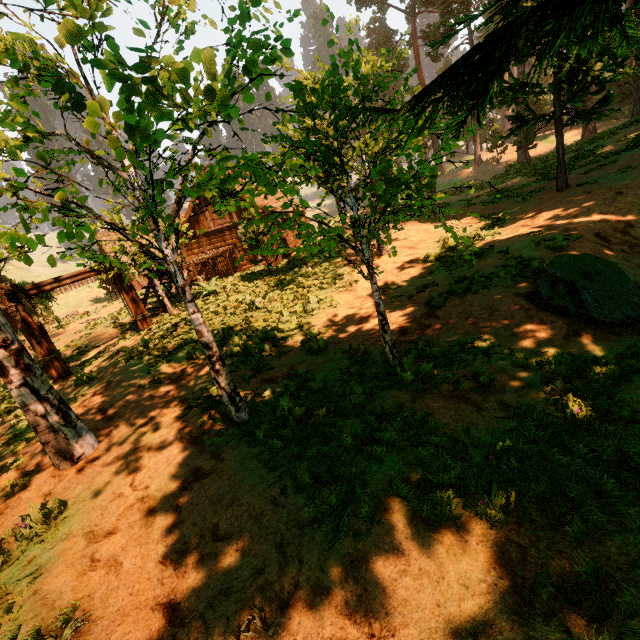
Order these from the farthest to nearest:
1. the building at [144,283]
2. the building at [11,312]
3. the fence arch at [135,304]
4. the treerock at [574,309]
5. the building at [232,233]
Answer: the building at [11,312], the building at [232,233], the building at [144,283], the fence arch at [135,304], the treerock at [574,309]

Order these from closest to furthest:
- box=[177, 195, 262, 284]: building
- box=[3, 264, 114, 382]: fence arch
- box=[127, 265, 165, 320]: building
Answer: box=[3, 264, 114, 382]: fence arch → box=[127, 265, 165, 320]: building → box=[177, 195, 262, 284]: building

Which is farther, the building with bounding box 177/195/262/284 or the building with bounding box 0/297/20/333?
the building with bounding box 0/297/20/333

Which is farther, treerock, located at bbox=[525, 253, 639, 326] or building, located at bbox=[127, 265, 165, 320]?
building, located at bbox=[127, 265, 165, 320]

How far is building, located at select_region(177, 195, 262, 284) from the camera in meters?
23.2 m

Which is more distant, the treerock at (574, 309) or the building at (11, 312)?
Answer: the building at (11, 312)

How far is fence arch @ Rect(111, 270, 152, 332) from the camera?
14.3 meters

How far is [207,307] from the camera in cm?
1484
